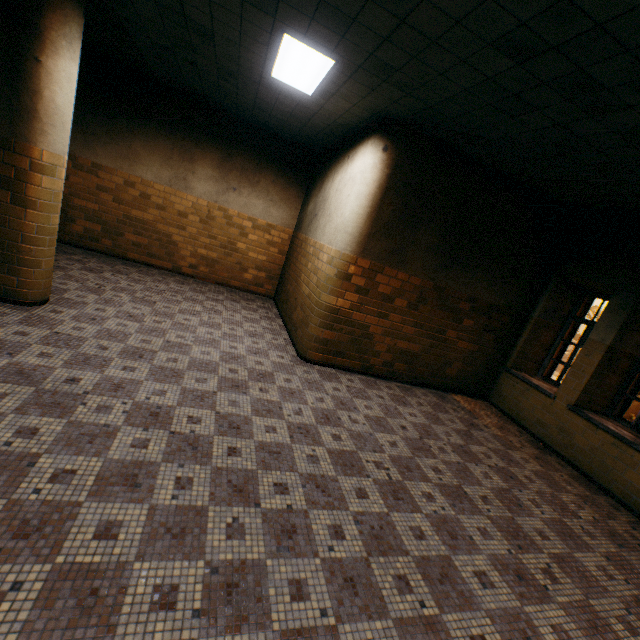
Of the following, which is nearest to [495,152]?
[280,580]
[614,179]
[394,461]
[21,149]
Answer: [614,179]

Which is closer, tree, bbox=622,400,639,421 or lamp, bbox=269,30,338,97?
lamp, bbox=269,30,338,97

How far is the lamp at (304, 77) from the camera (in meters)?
3.60

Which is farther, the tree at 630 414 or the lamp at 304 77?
the tree at 630 414

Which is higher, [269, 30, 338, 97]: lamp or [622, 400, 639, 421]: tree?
[269, 30, 338, 97]: lamp

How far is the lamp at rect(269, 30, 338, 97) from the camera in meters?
3.6 m
